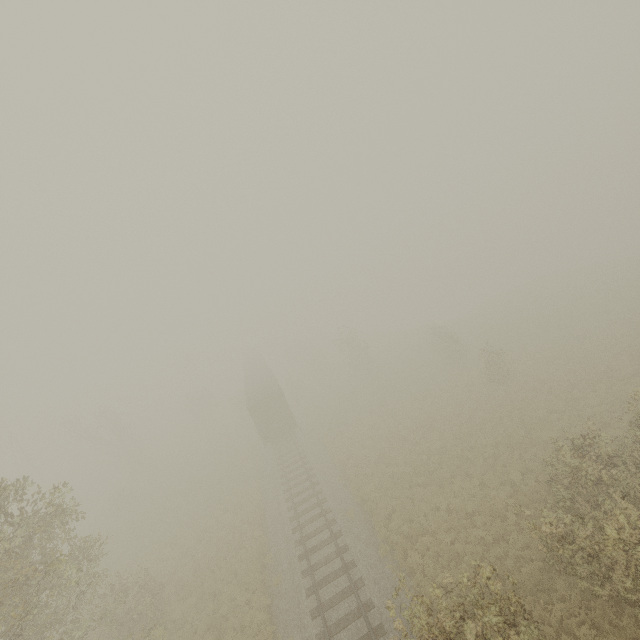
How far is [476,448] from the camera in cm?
1939

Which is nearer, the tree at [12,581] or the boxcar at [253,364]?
the tree at [12,581]

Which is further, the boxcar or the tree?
the boxcar

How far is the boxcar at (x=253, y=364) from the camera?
28.2m

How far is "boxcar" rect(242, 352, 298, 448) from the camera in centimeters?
2816cm
